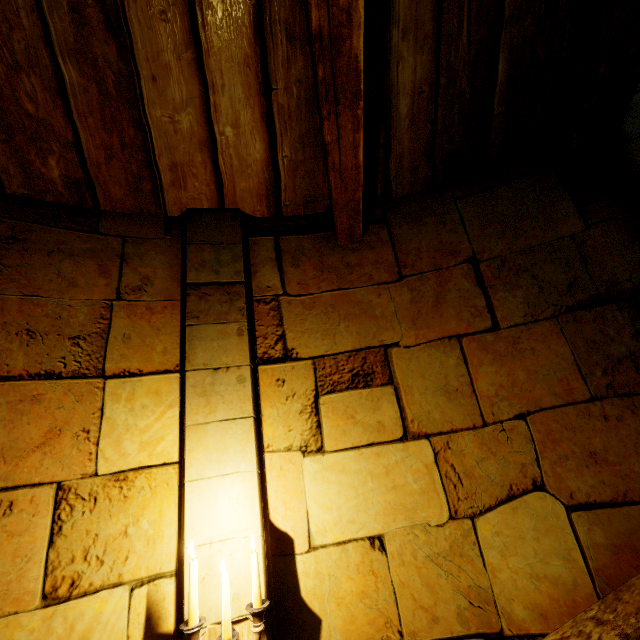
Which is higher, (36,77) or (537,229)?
(36,77)
